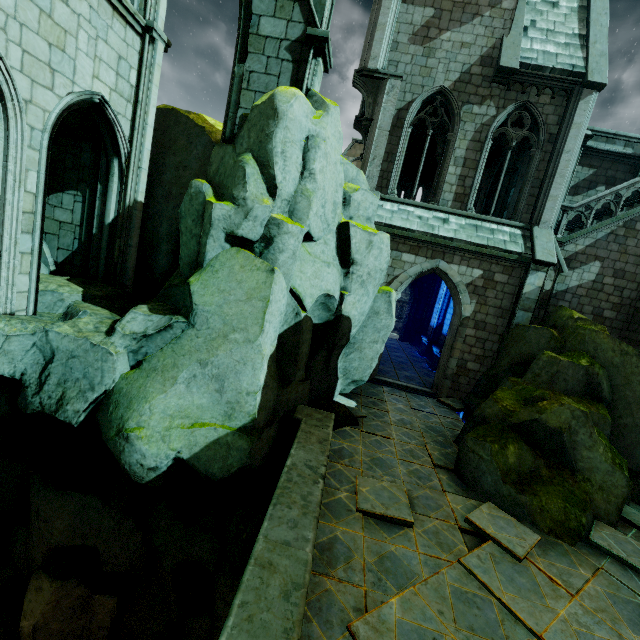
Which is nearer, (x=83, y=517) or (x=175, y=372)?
(x=175, y=372)

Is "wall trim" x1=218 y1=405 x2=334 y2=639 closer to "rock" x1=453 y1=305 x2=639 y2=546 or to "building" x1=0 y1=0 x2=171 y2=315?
"rock" x1=453 y1=305 x2=639 y2=546

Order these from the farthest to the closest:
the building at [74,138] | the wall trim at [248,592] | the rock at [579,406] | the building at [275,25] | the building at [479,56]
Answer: the building at [479,56], the building at [275,25], the rock at [579,406], the building at [74,138], the wall trim at [248,592]

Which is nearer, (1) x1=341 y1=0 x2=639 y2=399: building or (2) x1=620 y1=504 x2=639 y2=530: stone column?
(2) x1=620 y1=504 x2=639 y2=530: stone column

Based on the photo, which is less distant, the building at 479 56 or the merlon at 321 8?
the merlon at 321 8

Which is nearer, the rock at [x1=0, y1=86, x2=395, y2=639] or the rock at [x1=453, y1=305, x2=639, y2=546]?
the rock at [x1=0, y1=86, x2=395, y2=639]

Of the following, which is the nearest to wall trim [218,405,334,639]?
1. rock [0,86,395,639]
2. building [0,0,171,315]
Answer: rock [0,86,395,639]

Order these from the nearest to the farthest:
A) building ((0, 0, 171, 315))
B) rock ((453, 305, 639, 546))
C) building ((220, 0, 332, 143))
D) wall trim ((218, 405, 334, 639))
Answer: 1. wall trim ((218, 405, 334, 639))
2. building ((0, 0, 171, 315))
3. rock ((453, 305, 639, 546))
4. building ((220, 0, 332, 143))
